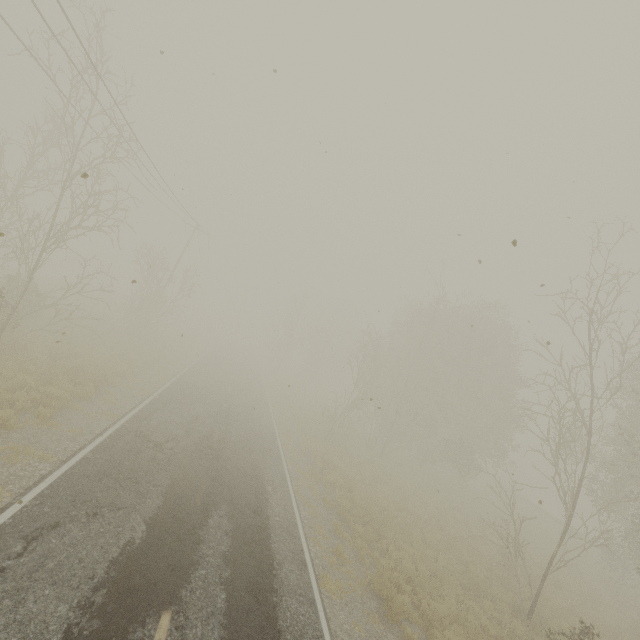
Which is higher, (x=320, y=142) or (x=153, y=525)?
(x=320, y=142)
